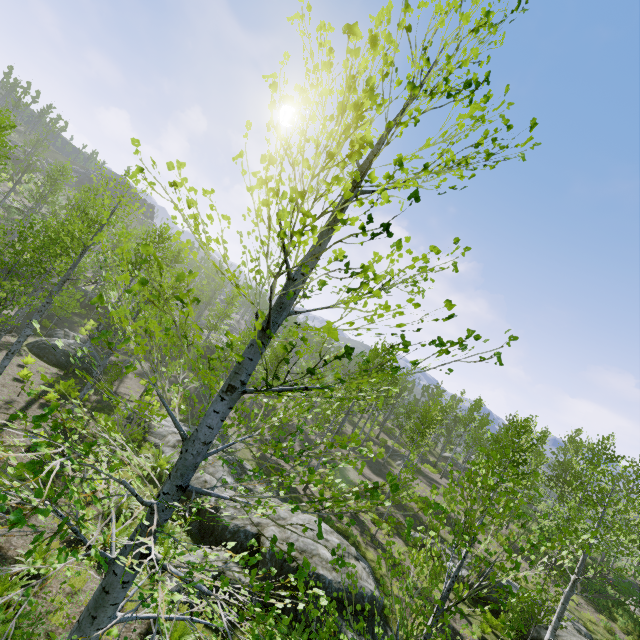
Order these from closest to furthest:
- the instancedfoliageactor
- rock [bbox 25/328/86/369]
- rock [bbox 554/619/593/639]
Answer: the instancedfoliageactor → rock [bbox 554/619/593/639] → rock [bbox 25/328/86/369]

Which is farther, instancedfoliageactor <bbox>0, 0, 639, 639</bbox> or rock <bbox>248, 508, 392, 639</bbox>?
rock <bbox>248, 508, 392, 639</bbox>

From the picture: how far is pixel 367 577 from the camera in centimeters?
1222cm

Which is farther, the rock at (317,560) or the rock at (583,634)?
the rock at (583,634)

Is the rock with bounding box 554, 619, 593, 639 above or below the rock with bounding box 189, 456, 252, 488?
above

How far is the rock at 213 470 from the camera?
13.47m

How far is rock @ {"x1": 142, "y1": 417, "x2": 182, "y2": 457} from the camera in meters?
15.6

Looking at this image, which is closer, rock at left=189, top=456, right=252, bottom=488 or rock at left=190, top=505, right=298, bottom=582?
rock at left=190, top=505, right=298, bottom=582
